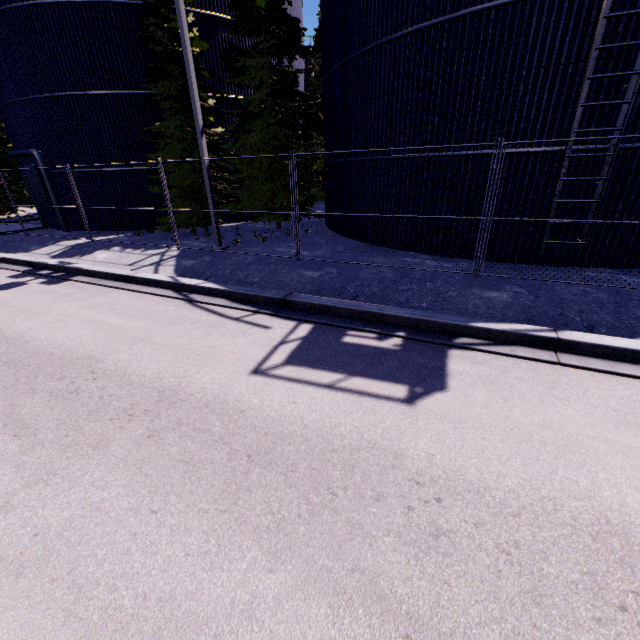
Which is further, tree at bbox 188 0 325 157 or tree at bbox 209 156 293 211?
tree at bbox 209 156 293 211

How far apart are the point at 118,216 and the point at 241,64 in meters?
9.7 m

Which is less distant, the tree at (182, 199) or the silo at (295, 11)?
the tree at (182, 199)

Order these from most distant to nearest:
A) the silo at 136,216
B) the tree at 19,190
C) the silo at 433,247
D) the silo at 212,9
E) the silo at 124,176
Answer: the tree at 19,190 → the silo at 136,216 → the silo at 124,176 → the silo at 212,9 → the silo at 433,247

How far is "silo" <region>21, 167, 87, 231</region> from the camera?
16.2 meters

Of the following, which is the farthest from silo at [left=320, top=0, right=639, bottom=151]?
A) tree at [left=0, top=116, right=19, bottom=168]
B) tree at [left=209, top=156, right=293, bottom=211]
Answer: tree at [left=0, top=116, right=19, bottom=168]

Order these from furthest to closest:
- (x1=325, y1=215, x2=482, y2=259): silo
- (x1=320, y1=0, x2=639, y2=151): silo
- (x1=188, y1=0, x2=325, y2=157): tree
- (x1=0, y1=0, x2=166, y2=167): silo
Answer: (x1=0, y1=0, x2=166, y2=167): silo < (x1=188, y1=0, x2=325, y2=157): tree < (x1=325, y1=215, x2=482, y2=259): silo < (x1=320, y1=0, x2=639, y2=151): silo

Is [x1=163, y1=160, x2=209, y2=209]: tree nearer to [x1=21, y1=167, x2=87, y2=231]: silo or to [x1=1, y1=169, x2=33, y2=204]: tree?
[x1=21, y1=167, x2=87, y2=231]: silo
